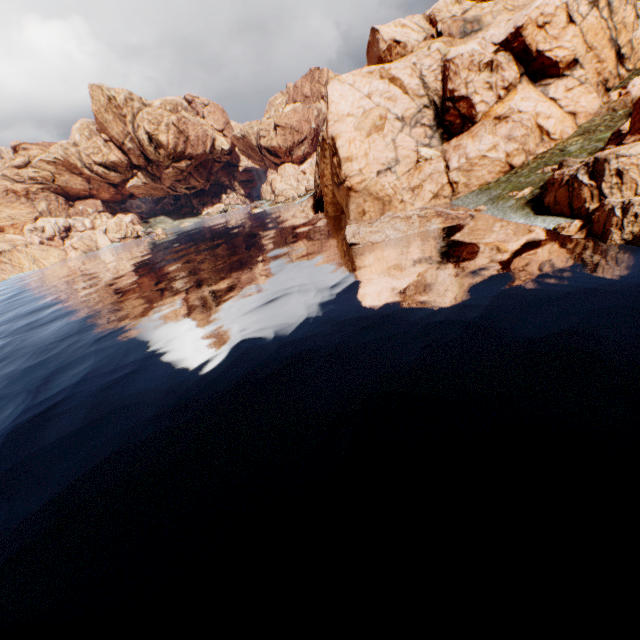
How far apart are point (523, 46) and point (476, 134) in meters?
12.7 m
